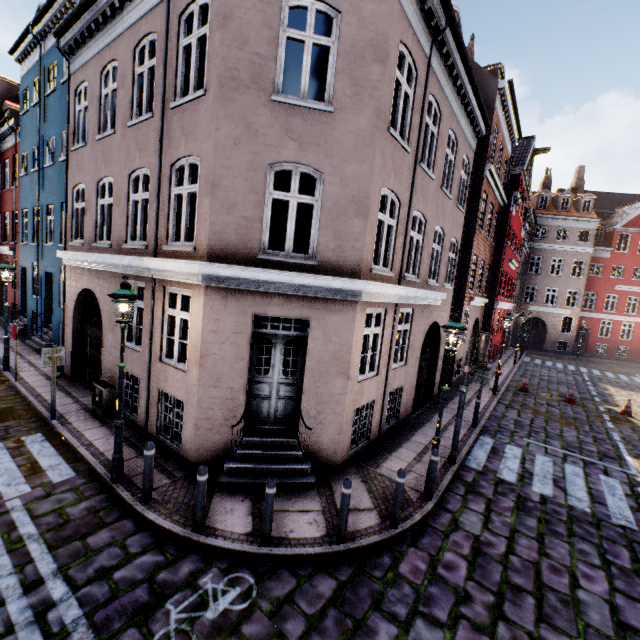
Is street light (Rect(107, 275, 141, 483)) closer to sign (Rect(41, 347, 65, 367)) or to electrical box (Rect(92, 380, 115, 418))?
electrical box (Rect(92, 380, 115, 418))

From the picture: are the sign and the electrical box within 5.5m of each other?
yes

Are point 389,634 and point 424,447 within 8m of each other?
yes

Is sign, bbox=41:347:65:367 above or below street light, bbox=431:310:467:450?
below

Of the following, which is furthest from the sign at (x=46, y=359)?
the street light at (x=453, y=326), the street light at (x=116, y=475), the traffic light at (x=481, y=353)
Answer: the traffic light at (x=481, y=353)

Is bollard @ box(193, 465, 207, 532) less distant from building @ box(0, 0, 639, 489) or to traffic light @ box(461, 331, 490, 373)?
building @ box(0, 0, 639, 489)

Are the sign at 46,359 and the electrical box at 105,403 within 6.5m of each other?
yes

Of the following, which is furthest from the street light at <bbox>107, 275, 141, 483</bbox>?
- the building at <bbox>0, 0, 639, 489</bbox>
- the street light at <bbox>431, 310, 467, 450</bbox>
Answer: the street light at <bbox>431, 310, 467, 450</bbox>
